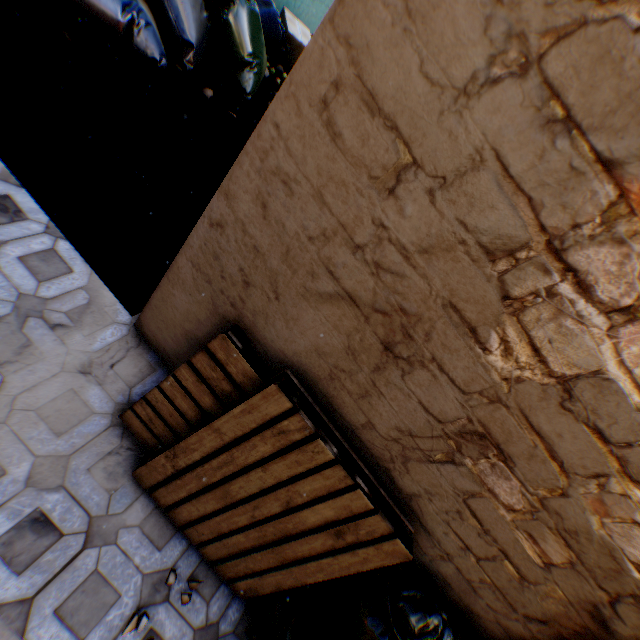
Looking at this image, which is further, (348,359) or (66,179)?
(66,179)

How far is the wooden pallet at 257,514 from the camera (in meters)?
1.40

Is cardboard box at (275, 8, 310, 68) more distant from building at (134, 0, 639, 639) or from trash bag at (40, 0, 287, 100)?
trash bag at (40, 0, 287, 100)

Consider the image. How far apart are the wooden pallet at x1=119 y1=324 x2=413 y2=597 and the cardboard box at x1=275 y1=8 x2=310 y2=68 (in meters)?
5.66

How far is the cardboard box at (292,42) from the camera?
5.1m

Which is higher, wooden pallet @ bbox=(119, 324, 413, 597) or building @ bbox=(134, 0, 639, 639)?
building @ bbox=(134, 0, 639, 639)

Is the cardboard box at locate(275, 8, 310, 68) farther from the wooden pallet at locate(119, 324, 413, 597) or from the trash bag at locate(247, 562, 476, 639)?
the trash bag at locate(247, 562, 476, 639)

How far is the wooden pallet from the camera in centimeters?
140cm
